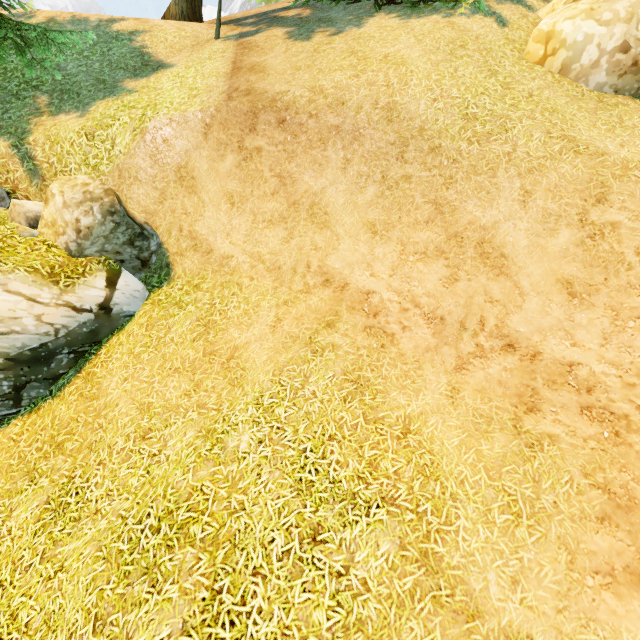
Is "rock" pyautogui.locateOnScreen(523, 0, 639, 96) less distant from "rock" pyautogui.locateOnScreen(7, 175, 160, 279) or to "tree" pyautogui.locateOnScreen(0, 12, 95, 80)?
"tree" pyautogui.locateOnScreen(0, 12, 95, 80)

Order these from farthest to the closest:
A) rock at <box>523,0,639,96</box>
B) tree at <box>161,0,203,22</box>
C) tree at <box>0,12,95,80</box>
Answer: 1. tree at <box>161,0,203,22</box>
2. tree at <box>0,12,95,80</box>
3. rock at <box>523,0,639,96</box>

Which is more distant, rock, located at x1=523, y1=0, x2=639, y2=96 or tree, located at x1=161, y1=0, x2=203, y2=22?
tree, located at x1=161, y1=0, x2=203, y2=22

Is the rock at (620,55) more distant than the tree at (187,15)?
No

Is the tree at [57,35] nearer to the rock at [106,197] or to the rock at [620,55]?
the rock at [106,197]

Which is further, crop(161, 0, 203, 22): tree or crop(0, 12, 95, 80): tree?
crop(161, 0, 203, 22): tree

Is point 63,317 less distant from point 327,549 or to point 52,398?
point 52,398

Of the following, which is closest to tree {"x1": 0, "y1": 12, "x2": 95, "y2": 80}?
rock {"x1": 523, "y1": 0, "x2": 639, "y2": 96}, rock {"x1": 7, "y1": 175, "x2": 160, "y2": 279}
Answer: rock {"x1": 7, "y1": 175, "x2": 160, "y2": 279}
